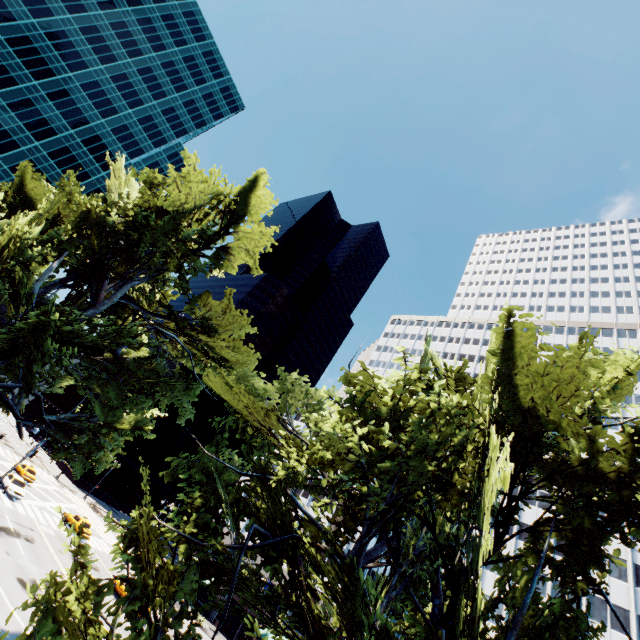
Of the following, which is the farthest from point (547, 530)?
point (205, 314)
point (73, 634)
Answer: point (205, 314)

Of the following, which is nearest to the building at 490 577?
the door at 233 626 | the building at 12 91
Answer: the door at 233 626

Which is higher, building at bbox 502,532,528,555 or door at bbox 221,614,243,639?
building at bbox 502,532,528,555

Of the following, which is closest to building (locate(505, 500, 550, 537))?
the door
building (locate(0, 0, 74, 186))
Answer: the door

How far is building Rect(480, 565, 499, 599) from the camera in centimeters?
4390cm

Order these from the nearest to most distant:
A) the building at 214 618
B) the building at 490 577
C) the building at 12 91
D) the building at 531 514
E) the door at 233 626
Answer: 1. the door at 233 626
2. the building at 214 618
3. the building at 490 577
4. the building at 531 514
5. the building at 12 91

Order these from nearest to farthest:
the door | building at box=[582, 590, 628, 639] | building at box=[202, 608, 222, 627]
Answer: building at box=[582, 590, 628, 639]
the door
building at box=[202, 608, 222, 627]
